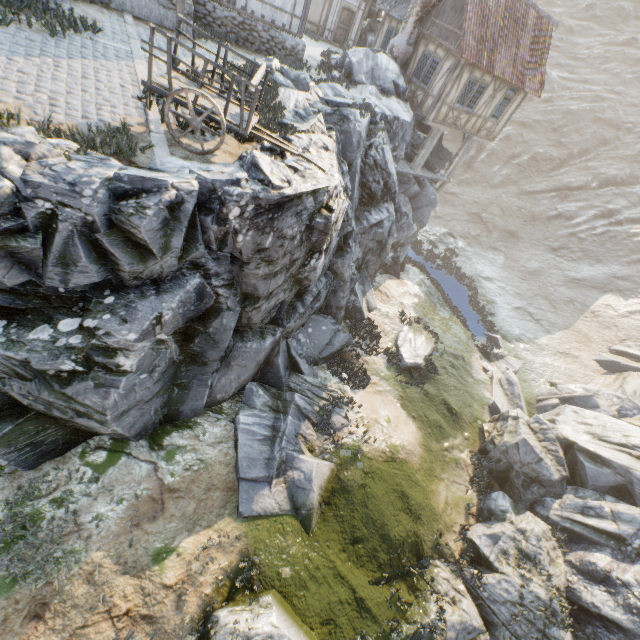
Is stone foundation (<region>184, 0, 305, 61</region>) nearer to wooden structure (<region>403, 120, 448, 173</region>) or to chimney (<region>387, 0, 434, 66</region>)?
chimney (<region>387, 0, 434, 66</region>)

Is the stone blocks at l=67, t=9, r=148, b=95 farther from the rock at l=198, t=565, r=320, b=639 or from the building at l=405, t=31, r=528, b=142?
the building at l=405, t=31, r=528, b=142

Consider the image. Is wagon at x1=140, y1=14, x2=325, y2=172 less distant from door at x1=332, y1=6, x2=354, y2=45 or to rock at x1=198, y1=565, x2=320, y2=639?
rock at x1=198, y1=565, x2=320, y2=639

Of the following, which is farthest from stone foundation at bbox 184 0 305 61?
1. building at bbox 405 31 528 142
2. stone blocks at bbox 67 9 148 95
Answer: building at bbox 405 31 528 142

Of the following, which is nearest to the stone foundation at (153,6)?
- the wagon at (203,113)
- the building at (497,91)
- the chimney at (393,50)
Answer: the chimney at (393,50)

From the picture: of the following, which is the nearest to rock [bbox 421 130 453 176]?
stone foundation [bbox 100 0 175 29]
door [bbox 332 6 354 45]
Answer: stone foundation [bbox 100 0 175 29]

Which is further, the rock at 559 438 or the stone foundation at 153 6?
the stone foundation at 153 6

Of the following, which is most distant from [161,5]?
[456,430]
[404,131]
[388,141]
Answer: [456,430]
